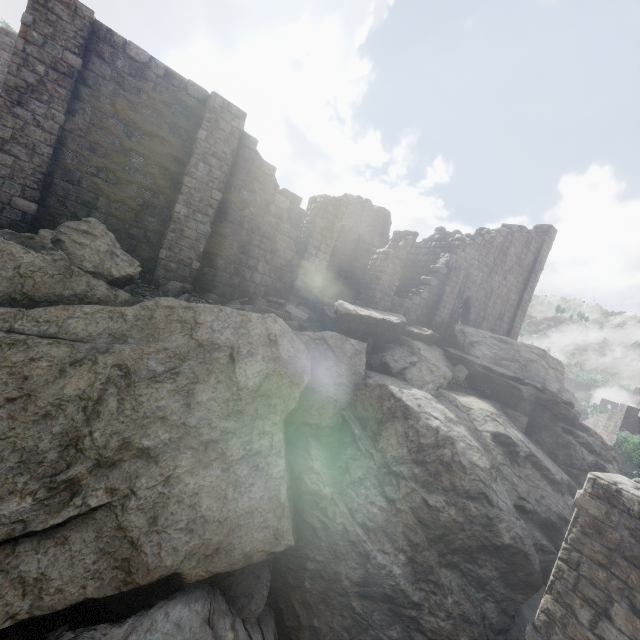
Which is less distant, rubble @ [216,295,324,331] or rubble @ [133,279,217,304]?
rubble @ [133,279,217,304]

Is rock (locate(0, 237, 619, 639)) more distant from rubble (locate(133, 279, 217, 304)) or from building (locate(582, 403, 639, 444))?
building (locate(582, 403, 639, 444))

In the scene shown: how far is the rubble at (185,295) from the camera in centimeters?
1007cm

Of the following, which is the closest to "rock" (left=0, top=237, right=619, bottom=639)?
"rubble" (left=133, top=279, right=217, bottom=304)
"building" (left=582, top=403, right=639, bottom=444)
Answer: "rubble" (left=133, top=279, right=217, bottom=304)

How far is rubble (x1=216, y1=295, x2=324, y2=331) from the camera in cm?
1181

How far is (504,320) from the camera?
24.7m

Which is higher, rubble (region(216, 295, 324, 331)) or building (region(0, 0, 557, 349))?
building (region(0, 0, 557, 349))
